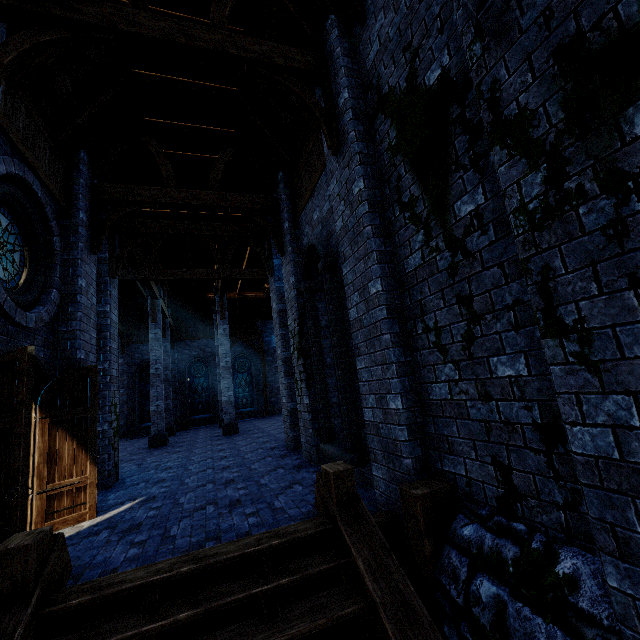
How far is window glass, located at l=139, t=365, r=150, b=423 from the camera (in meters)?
20.91

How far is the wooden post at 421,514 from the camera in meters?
3.2 m

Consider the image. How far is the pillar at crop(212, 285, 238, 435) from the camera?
15.0 meters

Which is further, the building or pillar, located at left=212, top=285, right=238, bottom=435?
pillar, located at left=212, top=285, right=238, bottom=435

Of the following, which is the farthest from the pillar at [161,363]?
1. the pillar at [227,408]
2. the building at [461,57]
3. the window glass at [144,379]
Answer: the window glass at [144,379]

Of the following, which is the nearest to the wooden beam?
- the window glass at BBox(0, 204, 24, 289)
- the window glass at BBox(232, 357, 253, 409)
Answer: the window glass at BBox(0, 204, 24, 289)

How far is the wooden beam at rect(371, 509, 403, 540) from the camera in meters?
3.8 m

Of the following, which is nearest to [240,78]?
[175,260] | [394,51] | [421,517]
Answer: [394,51]
